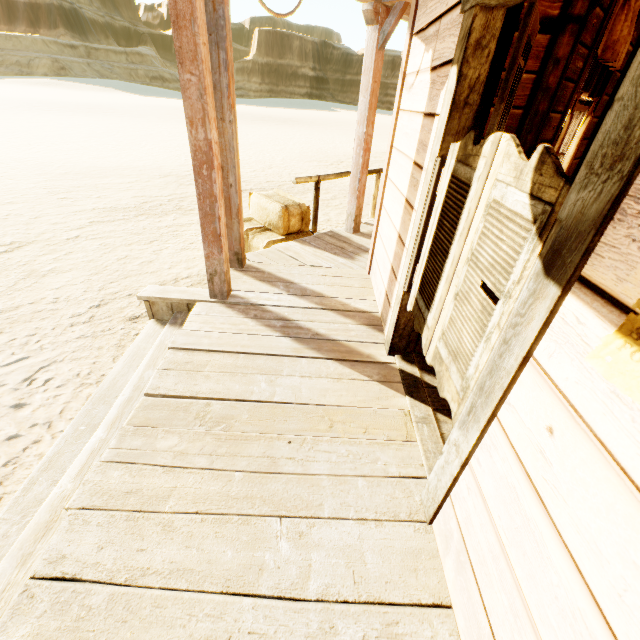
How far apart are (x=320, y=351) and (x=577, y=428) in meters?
1.9

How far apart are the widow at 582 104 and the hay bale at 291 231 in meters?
2.5 m

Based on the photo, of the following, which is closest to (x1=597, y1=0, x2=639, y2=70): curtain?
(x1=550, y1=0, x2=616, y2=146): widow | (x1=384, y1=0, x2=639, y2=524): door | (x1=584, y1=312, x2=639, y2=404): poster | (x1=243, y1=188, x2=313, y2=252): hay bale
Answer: (x1=550, y1=0, x2=616, y2=146): widow

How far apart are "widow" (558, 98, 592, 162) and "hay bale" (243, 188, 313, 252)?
2.5 meters

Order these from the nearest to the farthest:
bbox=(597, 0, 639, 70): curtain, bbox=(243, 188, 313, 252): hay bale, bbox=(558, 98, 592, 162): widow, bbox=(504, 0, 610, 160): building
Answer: bbox=(504, 0, 610, 160): building
bbox=(597, 0, 639, 70): curtain
bbox=(558, 98, 592, 162): widow
bbox=(243, 188, 313, 252): hay bale

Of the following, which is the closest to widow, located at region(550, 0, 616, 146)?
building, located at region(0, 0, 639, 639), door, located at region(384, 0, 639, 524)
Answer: building, located at region(0, 0, 639, 639)

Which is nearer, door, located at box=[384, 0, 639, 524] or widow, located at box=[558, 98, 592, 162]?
door, located at box=[384, 0, 639, 524]

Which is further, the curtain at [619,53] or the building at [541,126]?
the curtain at [619,53]
